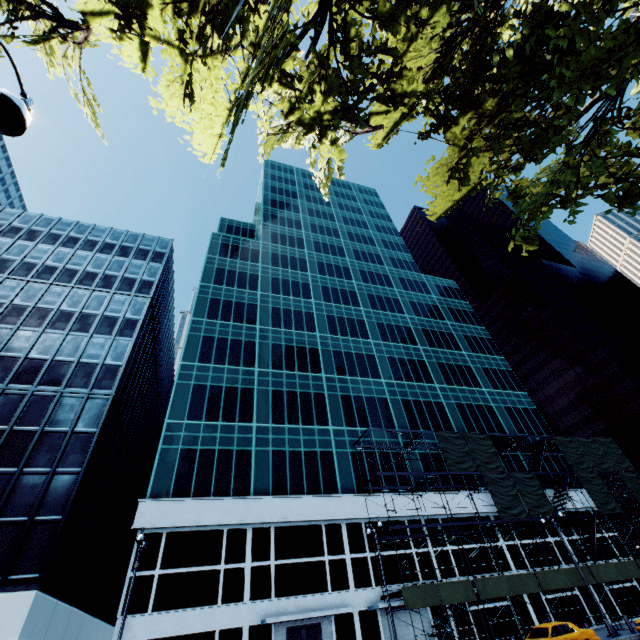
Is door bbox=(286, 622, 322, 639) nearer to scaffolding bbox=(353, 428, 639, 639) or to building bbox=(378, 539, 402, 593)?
building bbox=(378, 539, 402, 593)

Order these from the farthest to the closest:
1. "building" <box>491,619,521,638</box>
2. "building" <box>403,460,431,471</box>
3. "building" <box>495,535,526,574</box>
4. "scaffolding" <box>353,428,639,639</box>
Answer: "building" <box>403,460,431,471</box> → "building" <box>495,535,526,574</box> → "building" <box>491,619,521,638</box> → "scaffolding" <box>353,428,639,639</box>

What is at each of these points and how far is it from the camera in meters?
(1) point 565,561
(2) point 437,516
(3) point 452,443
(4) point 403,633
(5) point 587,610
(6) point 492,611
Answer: (1) building, 31.2 m
(2) building, 30.5 m
(3) scaffolding, 32.1 m
(4) building, 23.7 m
(5) building, 28.6 m
(6) building, 26.4 m

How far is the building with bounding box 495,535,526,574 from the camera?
29.1m

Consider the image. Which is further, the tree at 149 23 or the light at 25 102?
the tree at 149 23

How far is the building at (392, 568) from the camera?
25.61m
